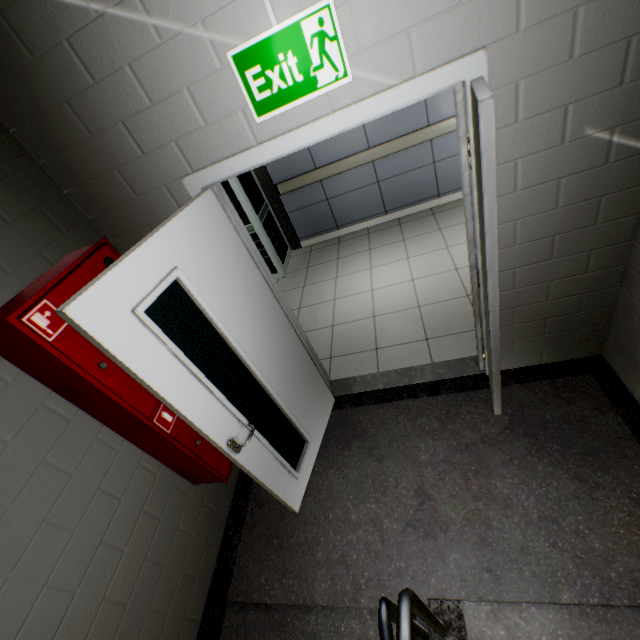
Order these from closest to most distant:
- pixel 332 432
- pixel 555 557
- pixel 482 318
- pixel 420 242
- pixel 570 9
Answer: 1. pixel 570 9
2. pixel 555 557
3. pixel 482 318
4. pixel 332 432
5. pixel 420 242

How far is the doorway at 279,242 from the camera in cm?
431

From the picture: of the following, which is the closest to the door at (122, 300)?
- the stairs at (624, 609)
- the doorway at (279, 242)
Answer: the stairs at (624, 609)

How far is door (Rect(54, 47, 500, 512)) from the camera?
1.3m

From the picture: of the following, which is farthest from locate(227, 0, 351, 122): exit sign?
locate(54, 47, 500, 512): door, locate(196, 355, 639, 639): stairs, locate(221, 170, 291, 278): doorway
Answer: locate(221, 170, 291, 278): doorway

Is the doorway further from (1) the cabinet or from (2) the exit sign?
(2) the exit sign

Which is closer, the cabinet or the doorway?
the cabinet

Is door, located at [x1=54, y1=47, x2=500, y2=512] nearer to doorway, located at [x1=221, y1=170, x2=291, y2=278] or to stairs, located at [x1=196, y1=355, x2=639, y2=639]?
stairs, located at [x1=196, y1=355, x2=639, y2=639]
